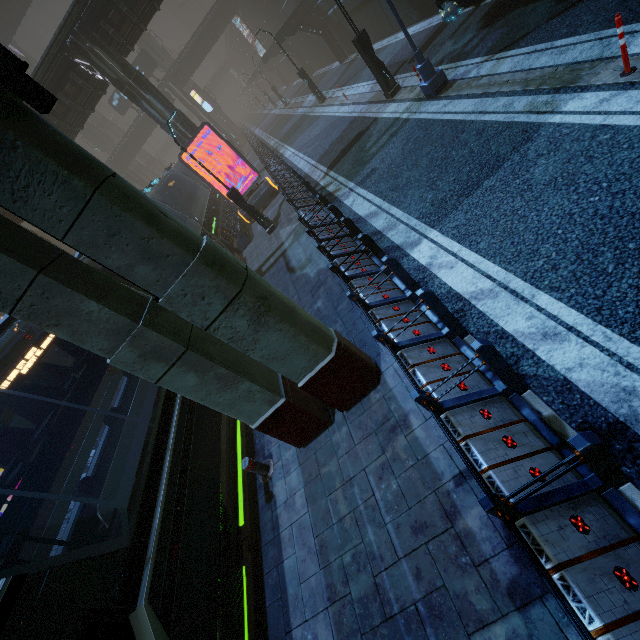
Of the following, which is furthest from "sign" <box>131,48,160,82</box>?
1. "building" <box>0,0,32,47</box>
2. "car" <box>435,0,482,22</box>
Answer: "car" <box>435,0,482,22</box>

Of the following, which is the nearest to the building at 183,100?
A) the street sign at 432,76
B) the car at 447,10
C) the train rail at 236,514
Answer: the train rail at 236,514

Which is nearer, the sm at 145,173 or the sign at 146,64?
the sign at 146,64

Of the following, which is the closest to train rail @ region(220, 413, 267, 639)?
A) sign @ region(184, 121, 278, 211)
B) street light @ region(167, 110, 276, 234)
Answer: sign @ region(184, 121, 278, 211)

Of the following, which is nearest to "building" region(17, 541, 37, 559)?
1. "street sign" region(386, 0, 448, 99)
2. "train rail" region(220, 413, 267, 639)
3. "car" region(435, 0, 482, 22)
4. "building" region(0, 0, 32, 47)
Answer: "train rail" region(220, 413, 267, 639)

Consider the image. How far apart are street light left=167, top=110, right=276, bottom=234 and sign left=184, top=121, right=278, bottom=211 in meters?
3.5 m

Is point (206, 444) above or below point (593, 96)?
above

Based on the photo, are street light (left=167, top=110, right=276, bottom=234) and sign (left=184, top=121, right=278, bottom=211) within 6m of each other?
yes
